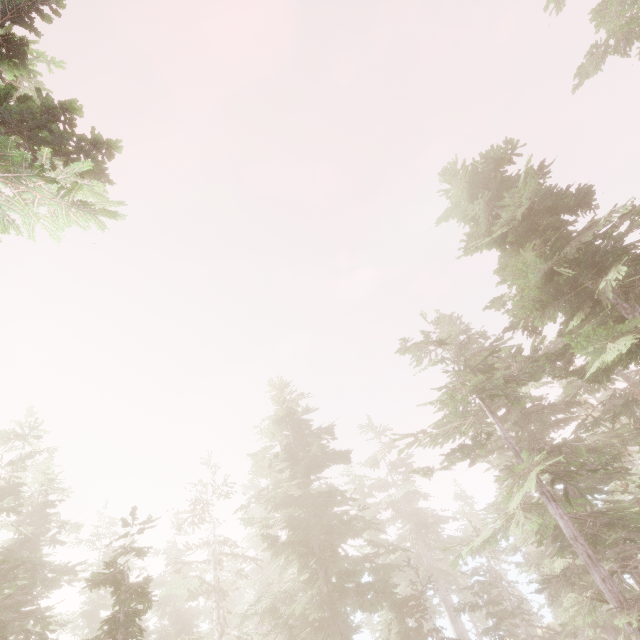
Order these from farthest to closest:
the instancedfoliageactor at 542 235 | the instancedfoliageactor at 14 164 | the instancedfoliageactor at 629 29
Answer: the instancedfoliageactor at 629 29
the instancedfoliageactor at 542 235
the instancedfoliageactor at 14 164

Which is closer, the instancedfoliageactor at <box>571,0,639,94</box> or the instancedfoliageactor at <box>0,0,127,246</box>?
the instancedfoliageactor at <box>0,0,127,246</box>

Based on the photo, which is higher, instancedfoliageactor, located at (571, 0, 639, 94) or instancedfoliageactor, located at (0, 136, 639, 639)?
instancedfoliageactor, located at (571, 0, 639, 94)

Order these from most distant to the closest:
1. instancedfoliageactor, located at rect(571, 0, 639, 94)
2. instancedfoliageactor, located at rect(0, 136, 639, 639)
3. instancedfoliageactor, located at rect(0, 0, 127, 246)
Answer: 1. instancedfoliageactor, located at rect(571, 0, 639, 94)
2. instancedfoliageactor, located at rect(0, 136, 639, 639)
3. instancedfoliageactor, located at rect(0, 0, 127, 246)

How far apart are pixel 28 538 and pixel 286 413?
25.2 meters

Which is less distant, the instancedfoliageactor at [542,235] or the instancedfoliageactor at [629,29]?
the instancedfoliageactor at [542,235]
